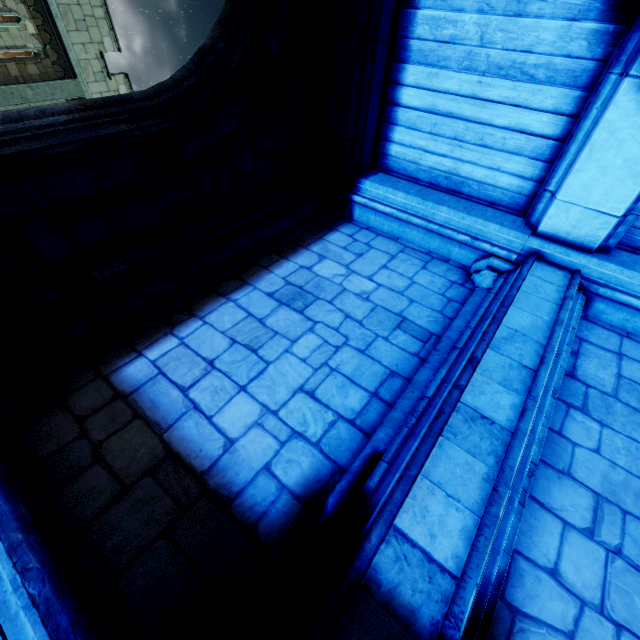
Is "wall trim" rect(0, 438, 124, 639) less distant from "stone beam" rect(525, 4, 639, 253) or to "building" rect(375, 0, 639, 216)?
"building" rect(375, 0, 639, 216)

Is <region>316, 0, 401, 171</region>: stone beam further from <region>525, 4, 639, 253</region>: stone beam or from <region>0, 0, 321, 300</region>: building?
<region>525, 4, 639, 253</region>: stone beam

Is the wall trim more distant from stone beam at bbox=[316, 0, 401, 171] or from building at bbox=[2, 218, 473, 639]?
stone beam at bbox=[316, 0, 401, 171]

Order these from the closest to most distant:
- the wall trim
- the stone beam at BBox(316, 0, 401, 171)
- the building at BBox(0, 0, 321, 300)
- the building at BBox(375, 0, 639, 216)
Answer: the wall trim, the building at BBox(0, 0, 321, 300), the building at BBox(375, 0, 639, 216), the stone beam at BBox(316, 0, 401, 171)

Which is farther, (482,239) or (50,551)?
(482,239)

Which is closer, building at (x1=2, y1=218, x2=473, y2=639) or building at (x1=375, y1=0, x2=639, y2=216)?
building at (x1=2, y1=218, x2=473, y2=639)

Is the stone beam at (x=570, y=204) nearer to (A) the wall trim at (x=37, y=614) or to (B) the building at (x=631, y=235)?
(B) the building at (x=631, y=235)

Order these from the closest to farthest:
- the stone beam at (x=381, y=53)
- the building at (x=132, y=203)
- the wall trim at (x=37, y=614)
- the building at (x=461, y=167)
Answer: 1. the wall trim at (x=37, y=614)
2. the building at (x=132, y=203)
3. the building at (x=461, y=167)
4. the stone beam at (x=381, y=53)
